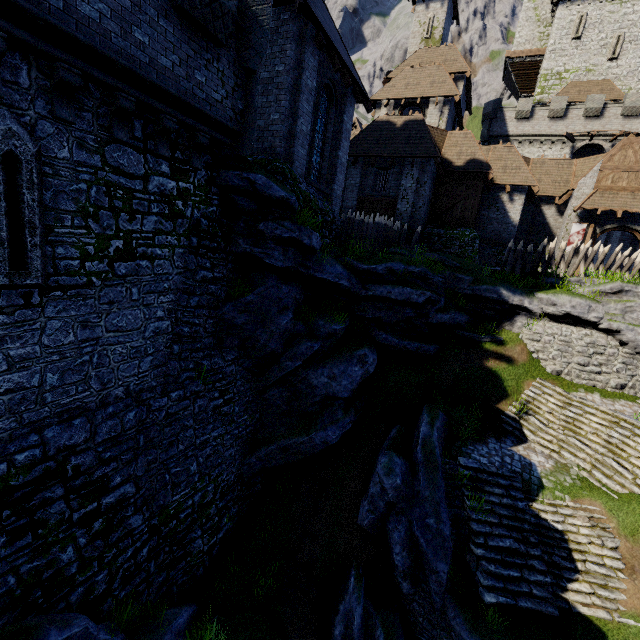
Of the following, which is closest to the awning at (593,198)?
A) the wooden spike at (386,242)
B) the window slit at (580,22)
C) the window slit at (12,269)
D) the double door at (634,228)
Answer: the double door at (634,228)

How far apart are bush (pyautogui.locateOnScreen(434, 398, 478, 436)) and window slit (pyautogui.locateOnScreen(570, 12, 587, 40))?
46.3 meters

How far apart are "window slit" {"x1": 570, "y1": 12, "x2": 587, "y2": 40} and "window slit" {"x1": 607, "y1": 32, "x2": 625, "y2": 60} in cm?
282

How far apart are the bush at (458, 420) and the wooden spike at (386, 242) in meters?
8.3 m

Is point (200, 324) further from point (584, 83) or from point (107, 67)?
point (584, 83)

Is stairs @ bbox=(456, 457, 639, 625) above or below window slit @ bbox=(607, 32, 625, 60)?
below

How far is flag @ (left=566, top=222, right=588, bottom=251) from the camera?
21.8 meters

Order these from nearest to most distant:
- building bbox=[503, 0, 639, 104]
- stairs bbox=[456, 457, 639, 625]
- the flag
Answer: stairs bbox=[456, 457, 639, 625]
the flag
building bbox=[503, 0, 639, 104]
